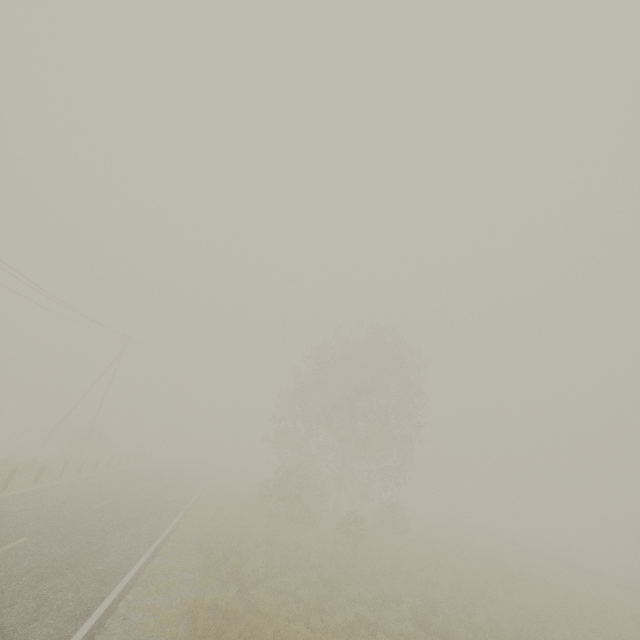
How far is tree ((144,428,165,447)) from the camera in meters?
56.6 m

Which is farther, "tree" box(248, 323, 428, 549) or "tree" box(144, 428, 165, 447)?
"tree" box(144, 428, 165, 447)

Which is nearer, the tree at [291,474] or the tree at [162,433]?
the tree at [291,474]

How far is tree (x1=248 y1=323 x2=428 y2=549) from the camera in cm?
2369

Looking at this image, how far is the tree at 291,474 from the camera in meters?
23.7

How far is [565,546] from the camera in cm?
5903
